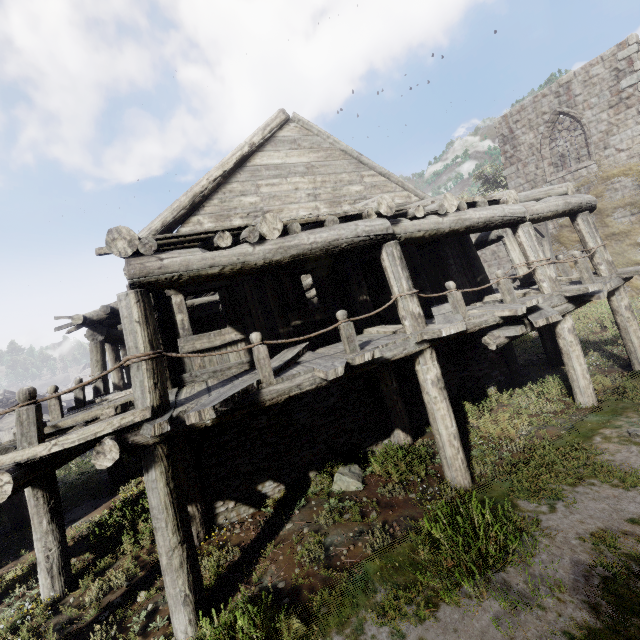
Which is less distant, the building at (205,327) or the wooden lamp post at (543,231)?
the building at (205,327)

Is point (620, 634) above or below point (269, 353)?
below

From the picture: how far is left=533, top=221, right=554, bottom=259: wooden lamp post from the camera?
16.2m

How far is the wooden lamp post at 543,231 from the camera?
16.2 meters

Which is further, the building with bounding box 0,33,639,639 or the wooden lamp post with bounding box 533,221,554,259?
the wooden lamp post with bounding box 533,221,554,259
